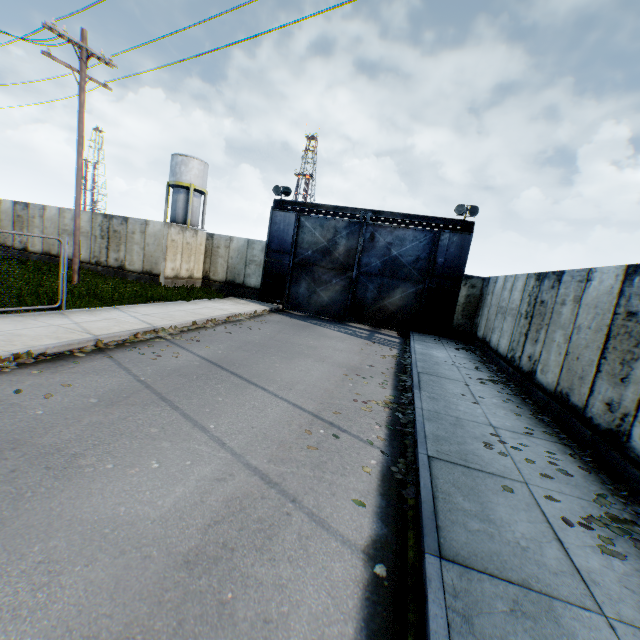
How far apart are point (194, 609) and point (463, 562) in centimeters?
238cm

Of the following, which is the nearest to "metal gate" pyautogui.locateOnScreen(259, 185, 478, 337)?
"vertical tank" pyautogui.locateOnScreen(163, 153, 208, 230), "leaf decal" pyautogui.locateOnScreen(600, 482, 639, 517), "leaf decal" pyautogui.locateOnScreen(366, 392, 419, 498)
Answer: "leaf decal" pyautogui.locateOnScreen(366, 392, 419, 498)

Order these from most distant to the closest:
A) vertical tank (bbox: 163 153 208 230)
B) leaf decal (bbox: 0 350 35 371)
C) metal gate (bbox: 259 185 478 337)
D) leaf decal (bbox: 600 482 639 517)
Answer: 1. vertical tank (bbox: 163 153 208 230)
2. metal gate (bbox: 259 185 478 337)
3. leaf decal (bbox: 0 350 35 371)
4. leaf decal (bbox: 600 482 639 517)

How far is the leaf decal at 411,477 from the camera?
4.3m

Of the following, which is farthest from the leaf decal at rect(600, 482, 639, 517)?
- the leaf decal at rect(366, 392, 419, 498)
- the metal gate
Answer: the metal gate

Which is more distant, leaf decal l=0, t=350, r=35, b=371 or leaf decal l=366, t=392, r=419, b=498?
leaf decal l=0, t=350, r=35, b=371

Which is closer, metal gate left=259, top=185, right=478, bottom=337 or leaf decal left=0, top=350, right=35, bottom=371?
leaf decal left=0, top=350, right=35, bottom=371

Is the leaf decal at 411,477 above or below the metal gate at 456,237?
below
